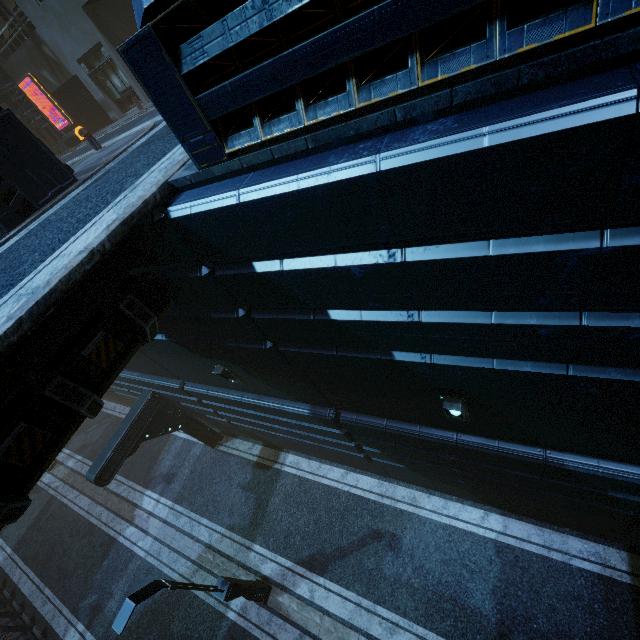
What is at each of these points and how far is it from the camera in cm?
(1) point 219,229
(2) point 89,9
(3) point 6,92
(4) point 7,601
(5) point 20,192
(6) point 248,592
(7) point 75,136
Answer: (1) building, 371
(2) building, 1470
(3) building structure, 1739
(4) building, 1497
(5) building, 688
(6) street light, 1037
(7) sign, 1812

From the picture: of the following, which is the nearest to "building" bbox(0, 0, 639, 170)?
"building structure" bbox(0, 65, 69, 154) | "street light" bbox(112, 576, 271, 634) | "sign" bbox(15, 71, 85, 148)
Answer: "building structure" bbox(0, 65, 69, 154)

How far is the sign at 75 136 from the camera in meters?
16.6 m

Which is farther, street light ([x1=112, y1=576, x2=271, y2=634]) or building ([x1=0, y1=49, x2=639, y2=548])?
street light ([x1=112, y1=576, x2=271, y2=634])

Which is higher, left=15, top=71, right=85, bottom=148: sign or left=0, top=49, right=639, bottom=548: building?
left=15, top=71, right=85, bottom=148: sign

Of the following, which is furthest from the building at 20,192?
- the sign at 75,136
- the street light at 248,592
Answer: the street light at 248,592

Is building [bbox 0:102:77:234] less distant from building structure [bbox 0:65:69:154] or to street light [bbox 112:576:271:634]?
building structure [bbox 0:65:69:154]
